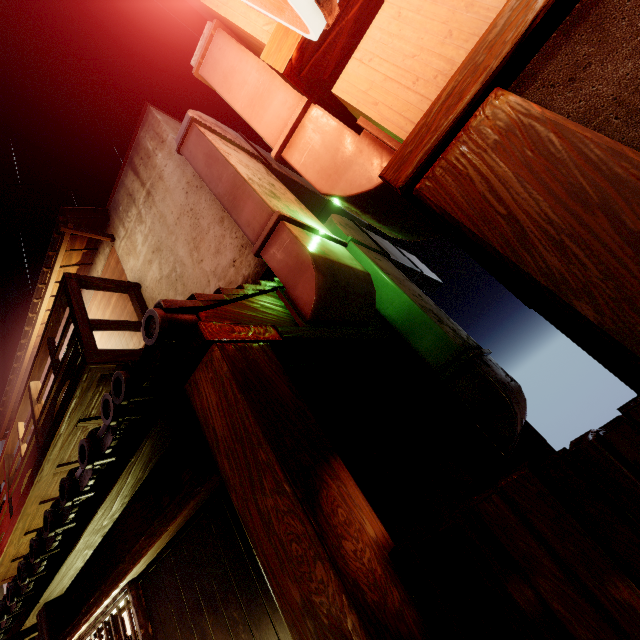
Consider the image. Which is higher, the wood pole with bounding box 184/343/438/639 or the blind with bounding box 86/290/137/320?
the blind with bounding box 86/290/137/320

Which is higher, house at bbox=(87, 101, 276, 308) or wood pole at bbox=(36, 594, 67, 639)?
house at bbox=(87, 101, 276, 308)

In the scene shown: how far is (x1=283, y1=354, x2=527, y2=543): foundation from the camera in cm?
414

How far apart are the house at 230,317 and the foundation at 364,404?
0.5 meters

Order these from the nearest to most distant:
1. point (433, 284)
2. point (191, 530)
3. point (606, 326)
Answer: point (606, 326) < point (191, 530) < point (433, 284)

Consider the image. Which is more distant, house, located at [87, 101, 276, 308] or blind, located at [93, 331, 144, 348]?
blind, located at [93, 331, 144, 348]

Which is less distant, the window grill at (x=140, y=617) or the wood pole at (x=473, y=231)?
the wood pole at (x=473, y=231)

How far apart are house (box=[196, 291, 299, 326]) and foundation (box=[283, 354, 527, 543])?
0.5 meters
